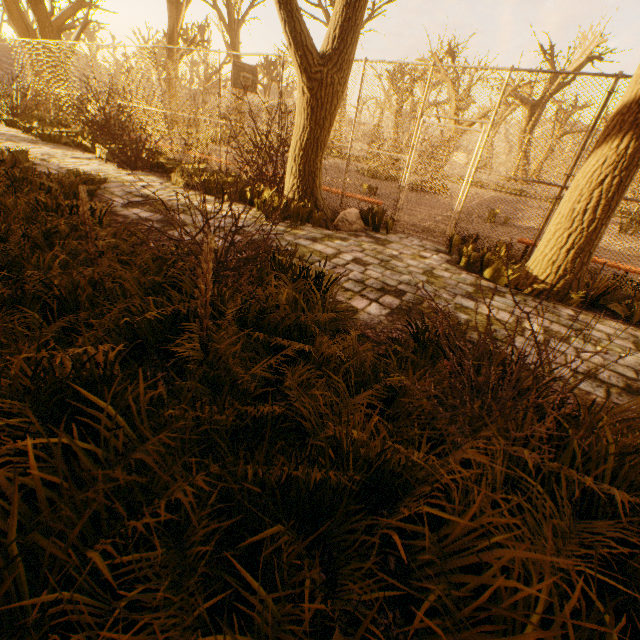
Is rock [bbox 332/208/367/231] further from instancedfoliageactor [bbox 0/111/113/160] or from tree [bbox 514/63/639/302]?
instancedfoliageactor [bbox 0/111/113/160]

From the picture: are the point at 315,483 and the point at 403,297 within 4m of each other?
yes

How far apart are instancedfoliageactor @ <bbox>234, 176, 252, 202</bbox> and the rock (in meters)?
2.05

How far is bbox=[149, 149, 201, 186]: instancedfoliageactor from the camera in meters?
7.5 m

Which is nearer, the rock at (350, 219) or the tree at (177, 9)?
the rock at (350, 219)

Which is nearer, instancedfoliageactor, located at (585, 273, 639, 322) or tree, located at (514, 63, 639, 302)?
tree, located at (514, 63, 639, 302)

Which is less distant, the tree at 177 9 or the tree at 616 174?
the tree at 616 174

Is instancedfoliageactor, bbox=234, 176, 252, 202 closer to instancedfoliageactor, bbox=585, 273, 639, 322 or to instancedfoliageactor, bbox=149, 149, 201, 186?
instancedfoliageactor, bbox=149, 149, 201, 186
